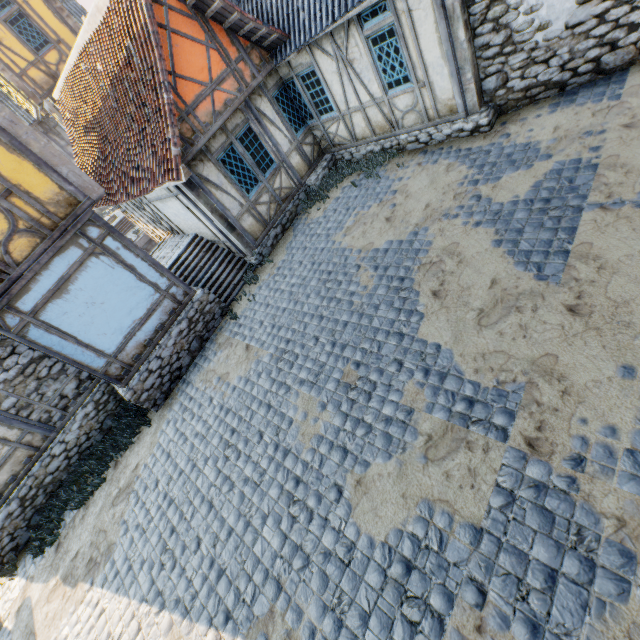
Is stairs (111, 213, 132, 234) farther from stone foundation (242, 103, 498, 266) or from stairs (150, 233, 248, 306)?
stairs (150, 233, 248, 306)

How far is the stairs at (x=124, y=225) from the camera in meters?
22.8

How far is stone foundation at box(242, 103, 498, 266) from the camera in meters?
7.6 m

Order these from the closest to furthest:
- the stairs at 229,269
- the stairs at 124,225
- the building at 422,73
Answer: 1. the building at 422,73
2. the stairs at 229,269
3. the stairs at 124,225

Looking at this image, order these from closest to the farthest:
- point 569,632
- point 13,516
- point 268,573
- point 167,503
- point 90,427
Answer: point 569,632
point 268,573
point 167,503
point 13,516
point 90,427

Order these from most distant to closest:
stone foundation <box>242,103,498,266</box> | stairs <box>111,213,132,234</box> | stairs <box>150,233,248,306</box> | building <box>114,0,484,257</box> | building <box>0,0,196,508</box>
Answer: stairs <box>111,213,132,234</box>, stairs <box>150,233,248,306</box>, stone foundation <box>242,103,498,266</box>, building <box>114,0,484,257</box>, building <box>0,0,196,508</box>

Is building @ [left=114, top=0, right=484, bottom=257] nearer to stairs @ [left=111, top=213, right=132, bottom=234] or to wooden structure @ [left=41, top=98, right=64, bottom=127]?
wooden structure @ [left=41, top=98, right=64, bottom=127]

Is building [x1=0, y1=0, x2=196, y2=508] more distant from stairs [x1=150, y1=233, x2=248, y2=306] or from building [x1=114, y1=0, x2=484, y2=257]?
building [x1=114, y1=0, x2=484, y2=257]
